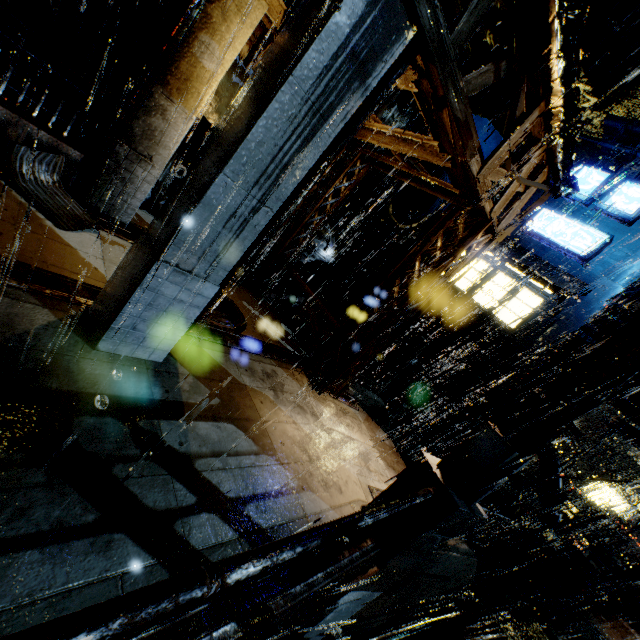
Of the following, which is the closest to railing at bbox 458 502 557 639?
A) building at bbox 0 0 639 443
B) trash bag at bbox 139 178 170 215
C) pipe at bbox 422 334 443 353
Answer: building at bbox 0 0 639 443

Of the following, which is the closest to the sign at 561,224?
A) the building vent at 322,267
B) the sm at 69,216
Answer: the building vent at 322,267

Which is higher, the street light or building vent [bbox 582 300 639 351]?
building vent [bbox 582 300 639 351]

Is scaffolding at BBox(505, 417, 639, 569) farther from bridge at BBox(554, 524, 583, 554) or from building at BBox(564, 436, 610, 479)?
bridge at BBox(554, 524, 583, 554)

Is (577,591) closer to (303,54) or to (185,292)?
(185,292)

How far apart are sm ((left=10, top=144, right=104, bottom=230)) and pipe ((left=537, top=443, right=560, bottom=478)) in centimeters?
1936cm

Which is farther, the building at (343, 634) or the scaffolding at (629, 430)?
the scaffolding at (629, 430)

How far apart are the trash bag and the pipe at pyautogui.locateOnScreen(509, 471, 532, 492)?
26.6m
